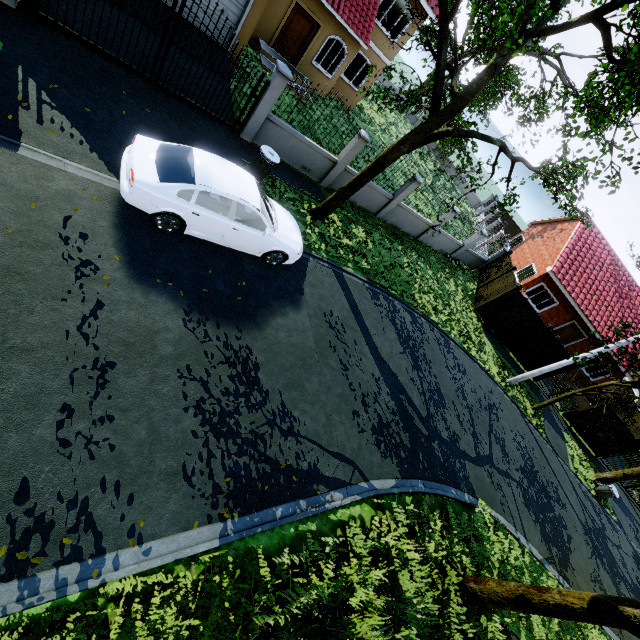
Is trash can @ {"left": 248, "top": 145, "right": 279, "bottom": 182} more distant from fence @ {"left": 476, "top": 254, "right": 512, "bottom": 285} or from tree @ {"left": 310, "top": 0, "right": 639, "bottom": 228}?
tree @ {"left": 310, "top": 0, "right": 639, "bottom": 228}

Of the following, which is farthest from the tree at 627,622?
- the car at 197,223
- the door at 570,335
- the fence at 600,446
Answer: the door at 570,335

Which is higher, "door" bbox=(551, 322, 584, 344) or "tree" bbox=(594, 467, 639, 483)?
"door" bbox=(551, 322, 584, 344)

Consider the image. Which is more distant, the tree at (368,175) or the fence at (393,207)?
the fence at (393,207)

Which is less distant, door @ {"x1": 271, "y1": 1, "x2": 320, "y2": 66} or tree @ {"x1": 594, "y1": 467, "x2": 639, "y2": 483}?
door @ {"x1": 271, "y1": 1, "x2": 320, "y2": 66}

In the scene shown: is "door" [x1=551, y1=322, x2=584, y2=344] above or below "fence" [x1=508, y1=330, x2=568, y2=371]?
above

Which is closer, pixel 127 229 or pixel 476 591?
pixel 127 229

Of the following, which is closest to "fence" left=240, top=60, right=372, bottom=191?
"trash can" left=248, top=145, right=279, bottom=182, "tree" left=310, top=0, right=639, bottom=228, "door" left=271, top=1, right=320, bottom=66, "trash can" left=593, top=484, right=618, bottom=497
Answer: "tree" left=310, top=0, right=639, bottom=228
